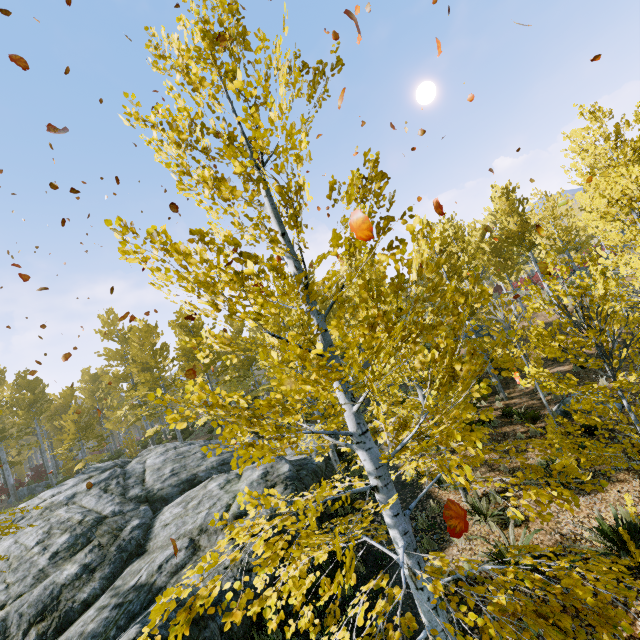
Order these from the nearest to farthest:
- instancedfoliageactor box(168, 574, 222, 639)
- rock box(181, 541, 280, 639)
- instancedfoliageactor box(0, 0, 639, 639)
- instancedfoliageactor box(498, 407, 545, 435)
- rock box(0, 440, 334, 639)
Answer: instancedfoliageactor box(168, 574, 222, 639)
instancedfoliageactor box(0, 0, 639, 639)
rock box(181, 541, 280, 639)
rock box(0, 440, 334, 639)
instancedfoliageactor box(498, 407, 545, 435)

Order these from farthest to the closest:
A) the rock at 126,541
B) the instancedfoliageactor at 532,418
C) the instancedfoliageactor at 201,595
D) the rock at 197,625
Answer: the instancedfoliageactor at 532,418
the rock at 126,541
the rock at 197,625
the instancedfoliageactor at 201,595

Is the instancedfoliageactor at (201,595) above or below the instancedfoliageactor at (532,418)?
above

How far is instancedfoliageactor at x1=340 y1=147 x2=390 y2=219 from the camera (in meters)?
2.96

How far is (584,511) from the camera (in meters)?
7.45

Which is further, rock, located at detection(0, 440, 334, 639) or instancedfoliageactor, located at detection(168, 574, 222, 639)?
rock, located at detection(0, 440, 334, 639)
